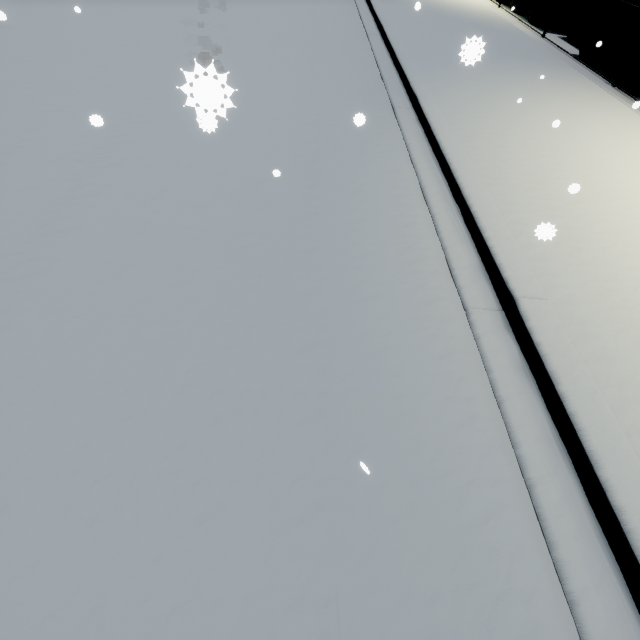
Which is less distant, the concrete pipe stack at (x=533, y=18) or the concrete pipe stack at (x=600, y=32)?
the concrete pipe stack at (x=600, y=32)

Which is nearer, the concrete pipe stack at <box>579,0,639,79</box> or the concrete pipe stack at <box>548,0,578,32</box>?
the concrete pipe stack at <box>579,0,639,79</box>

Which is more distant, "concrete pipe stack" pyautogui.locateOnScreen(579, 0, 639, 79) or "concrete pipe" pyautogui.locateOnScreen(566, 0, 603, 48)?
"concrete pipe" pyautogui.locateOnScreen(566, 0, 603, 48)

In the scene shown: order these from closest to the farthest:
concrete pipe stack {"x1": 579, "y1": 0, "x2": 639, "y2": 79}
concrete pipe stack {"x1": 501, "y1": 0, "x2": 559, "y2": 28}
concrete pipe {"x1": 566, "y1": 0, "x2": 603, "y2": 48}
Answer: concrete pipe stack {"x1": 579, "y1": 0, "x2": 639, "y2": 79}
concrete pipe {"x1": 566, "y1": 0, "x2": 603, "y2": 48}
concrete pipe stack {"x1": 501, "y1": 0, "x2": 559, "y2": 28}

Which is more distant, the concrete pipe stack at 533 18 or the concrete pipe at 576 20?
the concrete pipe stack at 533 18

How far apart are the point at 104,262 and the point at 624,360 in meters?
5.0 m
